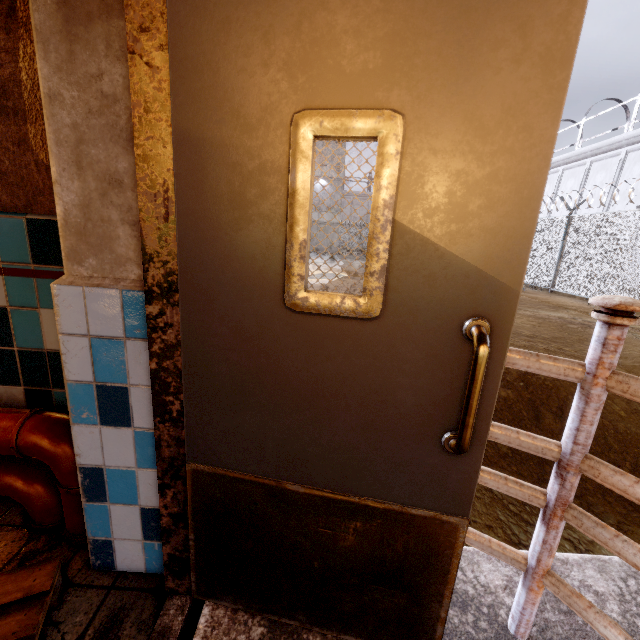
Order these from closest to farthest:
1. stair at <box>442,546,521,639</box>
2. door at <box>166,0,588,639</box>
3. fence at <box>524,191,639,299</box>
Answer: door at <box>166,0,588,639</box> < stair at <box>442,546,521,639</box> < fence at <box>524,191,639,299</box>

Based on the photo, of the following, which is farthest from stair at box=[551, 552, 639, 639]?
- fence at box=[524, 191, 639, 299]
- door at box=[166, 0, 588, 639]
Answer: fence at box=[524, 191, 639, 299]

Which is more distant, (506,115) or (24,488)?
(24,488)

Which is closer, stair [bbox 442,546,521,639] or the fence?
stair [bbox 442,546,521,639]

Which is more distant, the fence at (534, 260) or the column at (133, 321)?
the fence at (534, 260)

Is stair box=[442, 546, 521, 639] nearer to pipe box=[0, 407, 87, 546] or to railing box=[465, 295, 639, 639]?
railing box=[465, 295, 639, 639]

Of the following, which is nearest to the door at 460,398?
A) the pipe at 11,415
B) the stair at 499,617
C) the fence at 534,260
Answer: the stair at 499,617

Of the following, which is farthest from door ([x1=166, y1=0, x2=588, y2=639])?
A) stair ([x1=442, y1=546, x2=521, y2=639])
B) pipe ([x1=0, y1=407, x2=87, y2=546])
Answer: pipe ([x1=0, y1=407, x2=87, y2=546])
